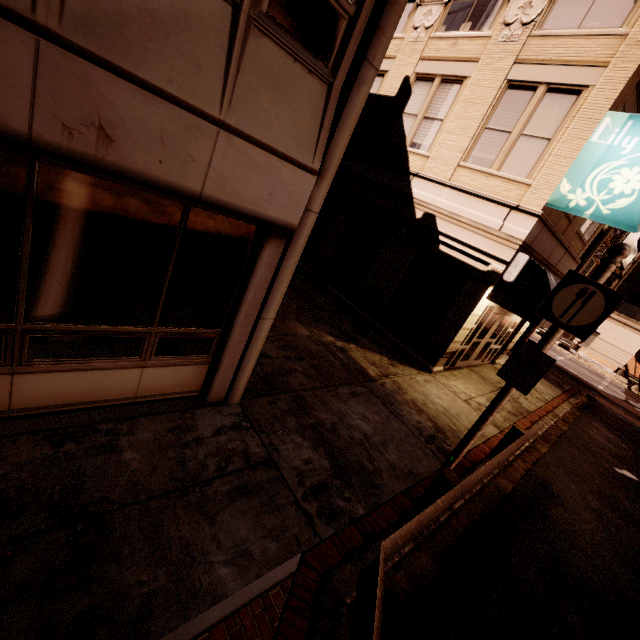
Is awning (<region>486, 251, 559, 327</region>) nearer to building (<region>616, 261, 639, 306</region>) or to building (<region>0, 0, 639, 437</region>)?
building (<region>0, 0, 639, 437</region>)

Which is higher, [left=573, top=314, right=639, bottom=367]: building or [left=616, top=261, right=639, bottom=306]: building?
[left=616, top=261, right=639, bottom=306]: building

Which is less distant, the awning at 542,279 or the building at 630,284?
the awning at 542,279

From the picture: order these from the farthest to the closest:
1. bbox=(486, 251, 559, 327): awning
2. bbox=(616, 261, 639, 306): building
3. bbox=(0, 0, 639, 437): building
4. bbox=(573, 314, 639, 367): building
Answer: bbox=(616, 261, 639, 306): building < bbox=(573, 314, 639, 367): building < bbox=(486, 251, 559, 327): awning < bbox=(0, 0, 639, 437): building

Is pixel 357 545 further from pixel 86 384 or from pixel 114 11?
pixel 114 11

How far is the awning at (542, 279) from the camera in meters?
8.4 m

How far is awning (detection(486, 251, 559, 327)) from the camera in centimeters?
838cm

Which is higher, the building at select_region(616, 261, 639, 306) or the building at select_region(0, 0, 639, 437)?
the building at select_region(616, 261, 639, 306)
